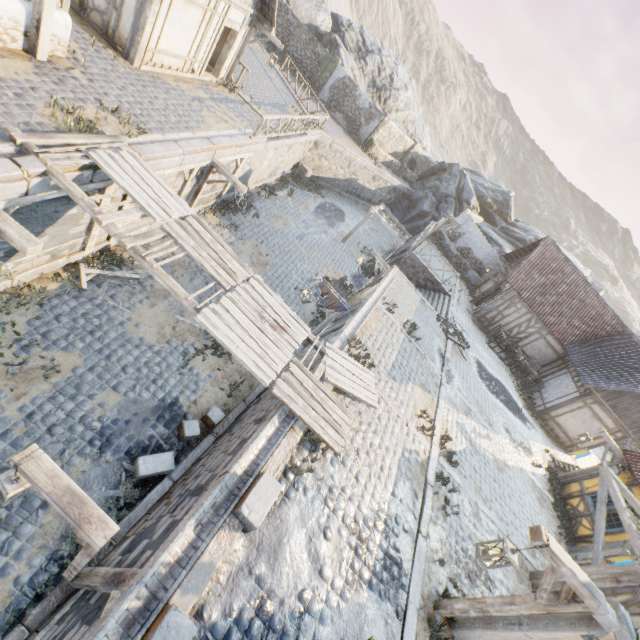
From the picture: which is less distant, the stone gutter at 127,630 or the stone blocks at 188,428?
the stone gutter at 127,630

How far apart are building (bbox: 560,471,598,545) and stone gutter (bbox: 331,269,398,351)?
11.3m

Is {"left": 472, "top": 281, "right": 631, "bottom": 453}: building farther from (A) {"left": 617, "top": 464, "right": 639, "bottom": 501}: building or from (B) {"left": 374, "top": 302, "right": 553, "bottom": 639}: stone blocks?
(A) {"left": 617, "top": 464, "right": 639, "bottom": 501}: building

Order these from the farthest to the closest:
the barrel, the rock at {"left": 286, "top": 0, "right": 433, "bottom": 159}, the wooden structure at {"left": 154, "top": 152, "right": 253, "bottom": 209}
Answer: the rock at {"left": 286, "top": 0, "right": 433, "bottom": 159}, the barrel, the wooden structure at {"left": 154, "top": 152, "right": 253, "bottom": 209}

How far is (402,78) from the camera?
36.4m

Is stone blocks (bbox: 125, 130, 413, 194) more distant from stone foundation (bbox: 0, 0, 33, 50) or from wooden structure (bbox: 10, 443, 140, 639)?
stone foundation (bbox: 0, 0, 33, 50)

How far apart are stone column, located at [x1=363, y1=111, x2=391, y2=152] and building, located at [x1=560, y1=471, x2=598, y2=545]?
27.1m

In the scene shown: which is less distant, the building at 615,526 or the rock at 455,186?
the building at 615,526
